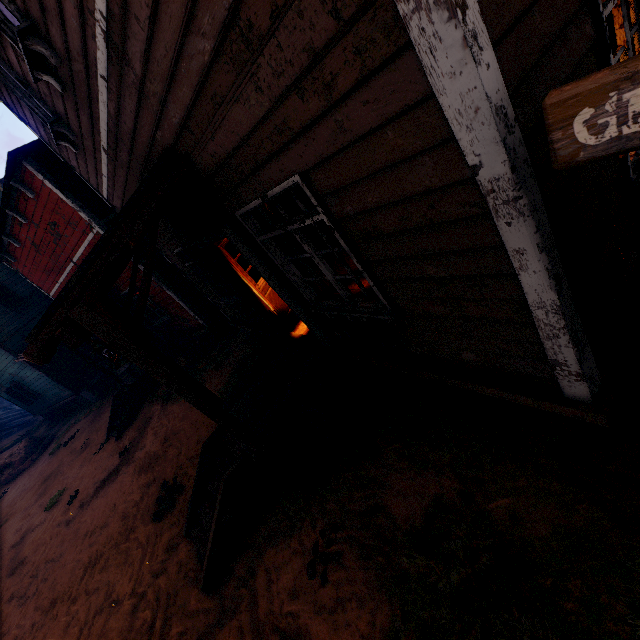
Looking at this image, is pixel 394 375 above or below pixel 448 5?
below

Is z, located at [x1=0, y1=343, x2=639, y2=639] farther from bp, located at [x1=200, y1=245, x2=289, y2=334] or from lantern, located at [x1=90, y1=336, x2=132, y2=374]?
lantern, located at [x1=90, y1=336, x2=132, y2=374]

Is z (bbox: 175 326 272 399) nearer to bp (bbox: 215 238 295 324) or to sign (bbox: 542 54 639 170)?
sign (bbox: 542 54 639 170)

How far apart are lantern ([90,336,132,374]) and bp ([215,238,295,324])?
2.5 meters

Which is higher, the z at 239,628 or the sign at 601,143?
the sign at 601,143

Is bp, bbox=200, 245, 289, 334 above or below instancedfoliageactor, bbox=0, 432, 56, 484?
above

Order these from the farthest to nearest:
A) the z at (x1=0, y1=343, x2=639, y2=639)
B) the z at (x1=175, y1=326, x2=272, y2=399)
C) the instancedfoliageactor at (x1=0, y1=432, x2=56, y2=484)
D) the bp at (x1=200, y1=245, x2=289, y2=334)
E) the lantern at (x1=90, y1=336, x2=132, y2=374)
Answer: the instancedfoliageactor at (x1=0, y1=432, x2=56, y2=484)
the z at (x1=175, y1=326, x2=272, y2=399)
the bp at (x1=200, y1=245, x2=289, y2=334)
the lantern at (x1=90, y1=336, x2=132, y2=374)
the z at (x1=0, y1=343, x2=639, y2=639)

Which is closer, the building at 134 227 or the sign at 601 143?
the sign at 601 143
